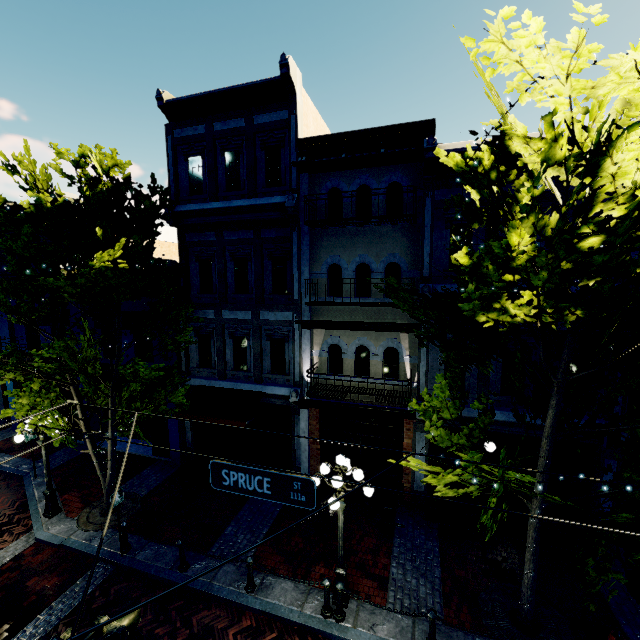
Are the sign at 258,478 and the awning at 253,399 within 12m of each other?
yes

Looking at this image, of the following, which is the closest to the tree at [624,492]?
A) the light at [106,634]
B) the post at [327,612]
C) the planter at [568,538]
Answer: the planter at [568,538]

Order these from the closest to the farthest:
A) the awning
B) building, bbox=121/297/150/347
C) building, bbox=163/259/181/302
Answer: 1. the awning
2. building, bbox=163/259/181/302
3. building, bbox=121/297/150/347

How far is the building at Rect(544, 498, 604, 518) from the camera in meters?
9.2

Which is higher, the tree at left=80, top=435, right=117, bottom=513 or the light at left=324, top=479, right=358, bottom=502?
the light at left=324, top=479, right=358, bottom=502

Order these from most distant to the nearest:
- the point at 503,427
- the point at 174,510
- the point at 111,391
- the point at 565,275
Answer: the point at 174,510
the point at 111,391
the point at 503,427
the point at 565,275

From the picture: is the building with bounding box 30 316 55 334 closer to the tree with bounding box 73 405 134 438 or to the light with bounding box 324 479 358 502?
the tree with bounding box 73 405 134 438

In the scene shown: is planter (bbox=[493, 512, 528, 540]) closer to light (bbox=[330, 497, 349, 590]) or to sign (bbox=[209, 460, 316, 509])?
light (bbox=[330, 497, 349, 590])
